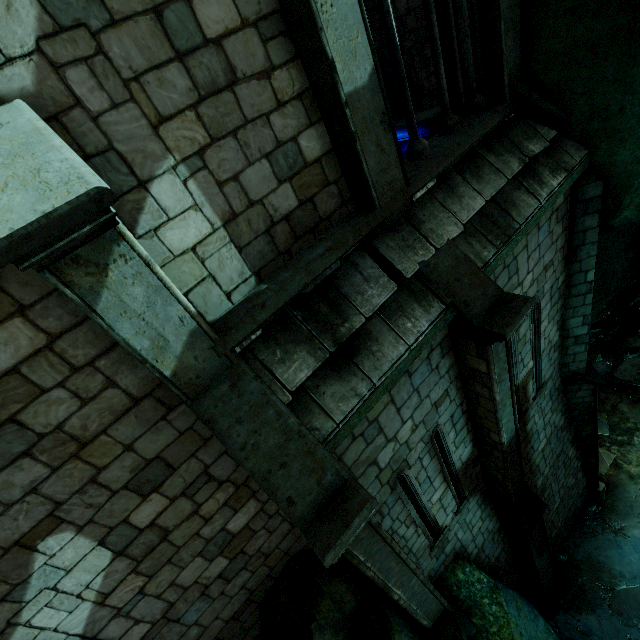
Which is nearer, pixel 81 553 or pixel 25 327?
pixel 25 327

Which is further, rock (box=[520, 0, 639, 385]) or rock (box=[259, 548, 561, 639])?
rock (box=[259, 548, 561, 639])

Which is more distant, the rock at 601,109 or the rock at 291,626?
the rock at 291,626

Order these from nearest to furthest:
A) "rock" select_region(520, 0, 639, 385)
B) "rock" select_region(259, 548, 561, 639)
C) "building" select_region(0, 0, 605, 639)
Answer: "building" select_region(0, 0, 605, 639), "rock" select_region(520, 0, 639, 385), "rock" select_region(259, 548, 561, 639)

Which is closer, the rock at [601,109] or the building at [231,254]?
the building at [231,254]

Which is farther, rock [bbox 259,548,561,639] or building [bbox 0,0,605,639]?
rock [bbox 259,548,561,639]
